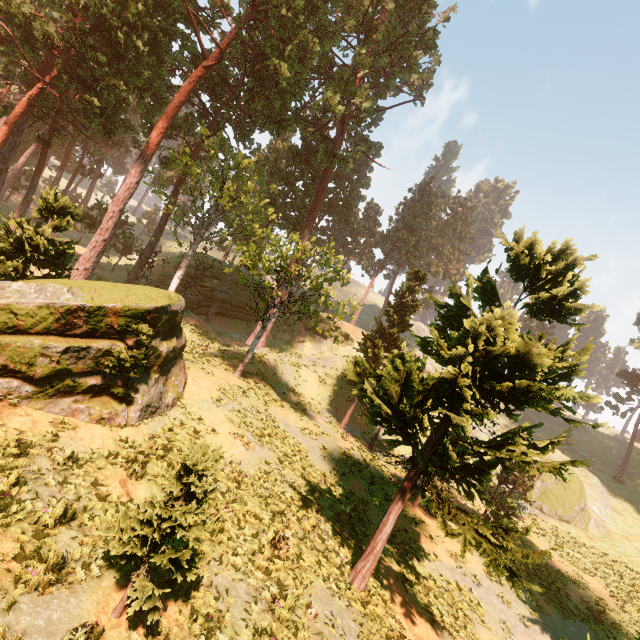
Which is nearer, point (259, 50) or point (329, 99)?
point (329, 99)

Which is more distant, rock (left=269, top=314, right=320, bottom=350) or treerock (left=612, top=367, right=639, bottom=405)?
treerock (left=612, top=367, right=639, bottom=405)

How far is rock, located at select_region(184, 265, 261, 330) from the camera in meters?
41.2

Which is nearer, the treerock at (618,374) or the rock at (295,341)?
the rock at (295,341)

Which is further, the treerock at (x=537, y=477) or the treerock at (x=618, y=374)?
the treerock at (x=618, y=374)

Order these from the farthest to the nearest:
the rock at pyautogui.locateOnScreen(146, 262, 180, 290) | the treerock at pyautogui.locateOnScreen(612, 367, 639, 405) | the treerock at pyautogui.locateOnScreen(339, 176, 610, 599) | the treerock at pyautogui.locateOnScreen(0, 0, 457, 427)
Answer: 1. the treerock at pyautogui.locateOnScreen(612, 367, 639, 405)
2. the rock at pyautogui.locateOnScreen(146, 262, 180, 290)
3. the treerock at pyautogui.locateOnScreen(0, 0, 457, 427)
4. the treerock at pyautogui.locateOnScreen(339, 176, 610, 599)
